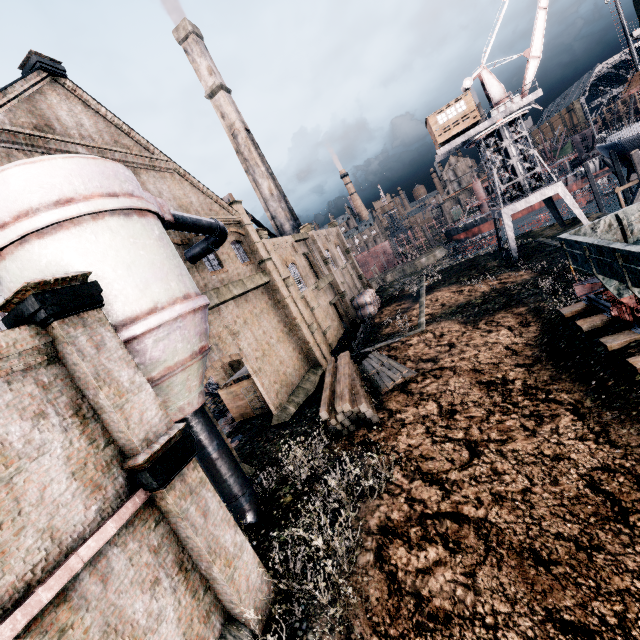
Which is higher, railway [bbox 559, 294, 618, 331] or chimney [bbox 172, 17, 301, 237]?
chimney [bbox 172, 17, 301, 237]

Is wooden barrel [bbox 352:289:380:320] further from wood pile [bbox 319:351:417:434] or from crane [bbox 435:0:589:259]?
crane [bbox 435:0:589:259]

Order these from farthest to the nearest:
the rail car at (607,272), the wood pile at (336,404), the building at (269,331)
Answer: the wood pile at (336,404) → the building at (269,331) → the rail car at (607,272)

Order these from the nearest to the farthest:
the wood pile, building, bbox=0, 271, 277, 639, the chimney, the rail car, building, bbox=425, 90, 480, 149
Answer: building, bbox=0, 271, 277, 639, the rail car, the wood pile, building, bbox=425, 90, 480, 149, the chimney

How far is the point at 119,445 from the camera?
7.6m

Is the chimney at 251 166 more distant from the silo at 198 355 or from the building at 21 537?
the silo at 198 355

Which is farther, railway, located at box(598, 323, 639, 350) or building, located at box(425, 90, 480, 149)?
building, located at box(425, 90, 480, 149)

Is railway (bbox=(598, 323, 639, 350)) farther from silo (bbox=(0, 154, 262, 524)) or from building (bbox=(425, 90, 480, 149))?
building (bbox=(425, 90, 480, 149))
